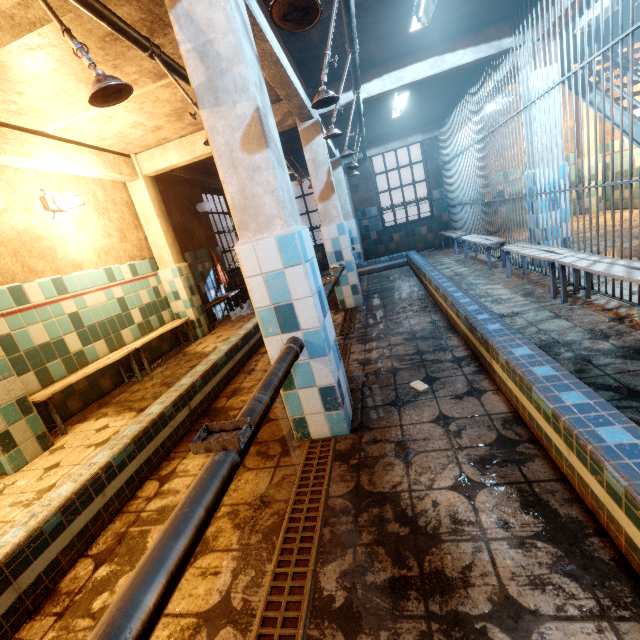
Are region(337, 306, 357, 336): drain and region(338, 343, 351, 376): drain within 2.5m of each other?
yes

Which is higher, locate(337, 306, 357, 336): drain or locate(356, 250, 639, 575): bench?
locate(356, 250, 639, 575): bench

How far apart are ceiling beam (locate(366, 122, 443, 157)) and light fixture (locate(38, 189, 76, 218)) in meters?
6.3 m

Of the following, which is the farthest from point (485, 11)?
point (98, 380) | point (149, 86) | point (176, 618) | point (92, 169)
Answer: point (98, 380)

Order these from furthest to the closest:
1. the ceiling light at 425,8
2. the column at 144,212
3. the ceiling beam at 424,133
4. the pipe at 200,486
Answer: the ceiling beam at 424,133
the column at 144,212
the ceiling light at 425,8
the pipe at 200,486

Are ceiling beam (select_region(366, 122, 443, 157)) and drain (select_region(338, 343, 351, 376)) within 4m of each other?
no

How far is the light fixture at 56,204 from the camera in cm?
364

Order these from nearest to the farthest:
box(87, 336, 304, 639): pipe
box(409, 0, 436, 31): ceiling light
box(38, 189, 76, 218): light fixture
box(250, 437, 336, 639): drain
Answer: box(87, 336, 304, 639): pipe < box(250, 437, 336, 639): drain < box(409, 0, 436, 31): ceiling light < box(38, 189, 76, 218): light fixture
